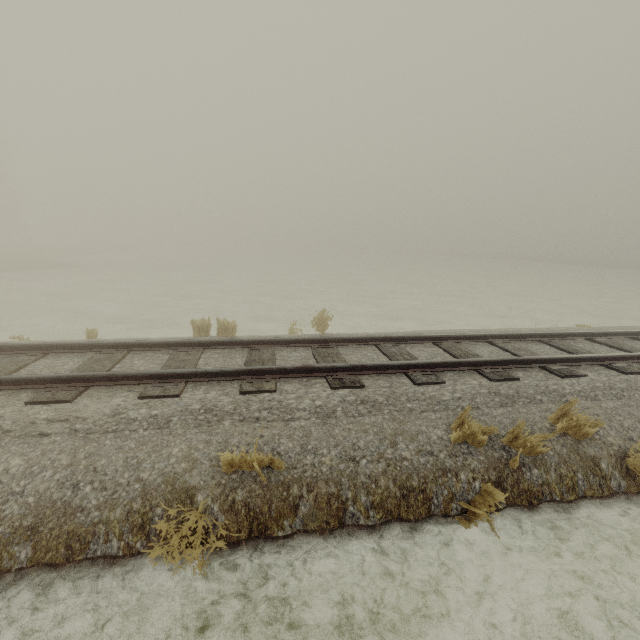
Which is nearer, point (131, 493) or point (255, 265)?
point (131, 493)
